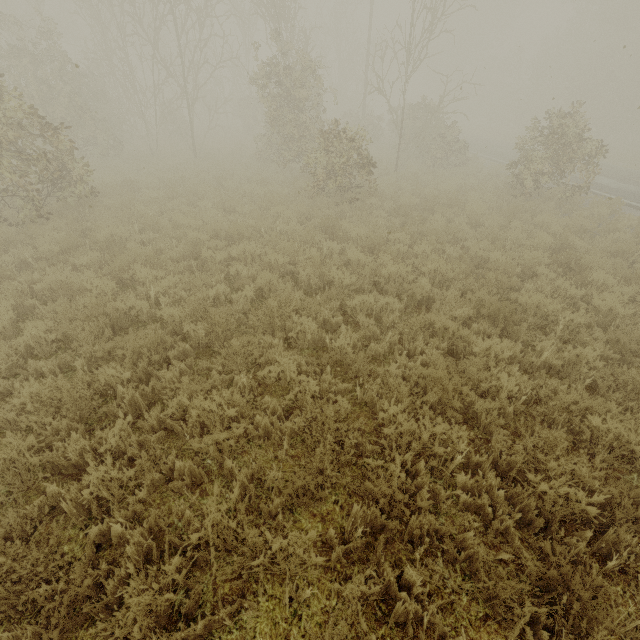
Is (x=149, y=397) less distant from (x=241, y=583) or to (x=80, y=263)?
(x=241, y=583)
